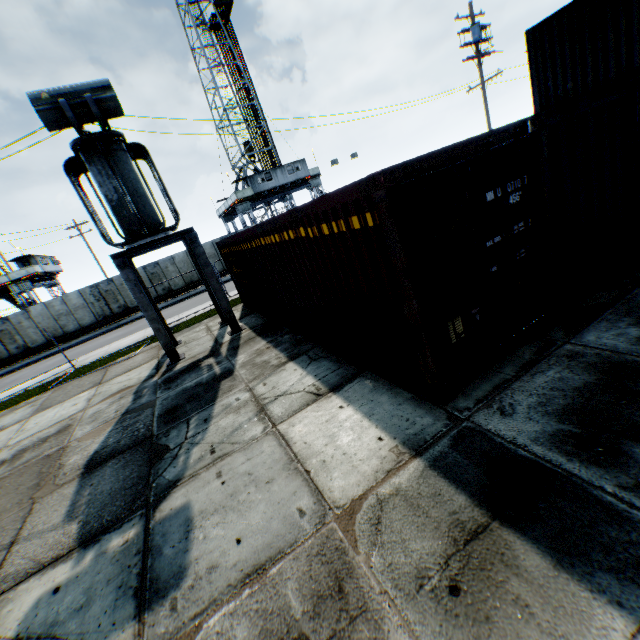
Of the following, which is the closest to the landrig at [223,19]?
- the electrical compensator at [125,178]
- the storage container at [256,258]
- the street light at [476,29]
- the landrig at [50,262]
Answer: the landrig at [50,262]

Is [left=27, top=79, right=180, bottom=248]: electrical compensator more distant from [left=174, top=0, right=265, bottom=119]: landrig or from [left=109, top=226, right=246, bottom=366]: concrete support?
[left=174, top=0, right=265, bottom=119]: landrig

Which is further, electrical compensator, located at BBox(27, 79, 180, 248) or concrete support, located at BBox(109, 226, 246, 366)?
concrete support, located at BBox(109, 226, 246, 366)

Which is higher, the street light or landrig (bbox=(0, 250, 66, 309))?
the street light

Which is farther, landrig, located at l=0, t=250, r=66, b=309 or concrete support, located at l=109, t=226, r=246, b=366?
landrig, located at l=0, t=250, r=66, b=309

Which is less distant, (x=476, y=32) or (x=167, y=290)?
(x=476, y=32)

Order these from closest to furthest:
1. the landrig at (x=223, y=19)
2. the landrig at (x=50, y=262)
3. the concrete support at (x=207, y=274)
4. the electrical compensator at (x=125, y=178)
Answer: the electrical compensator at (x=125, y=178) → the concrete support at (x=207, y=274) → the landrig at (x=50, y=262) → the landrig at (x=223, y=19)

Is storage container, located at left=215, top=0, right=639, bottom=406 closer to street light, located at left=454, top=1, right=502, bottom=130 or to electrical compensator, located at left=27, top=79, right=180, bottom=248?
electrical compensator, located at left=27, top=79, right=180, bottom=248
